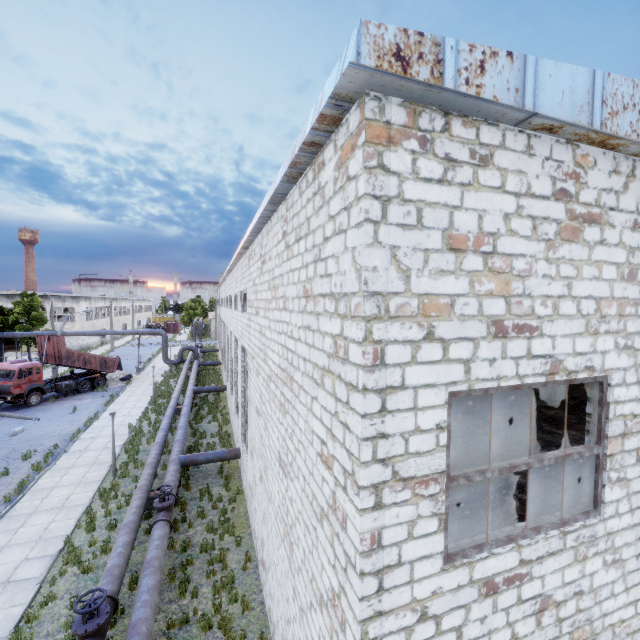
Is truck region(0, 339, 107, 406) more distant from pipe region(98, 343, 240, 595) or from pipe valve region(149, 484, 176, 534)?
pipe valve region(149, 484, 176, 534)

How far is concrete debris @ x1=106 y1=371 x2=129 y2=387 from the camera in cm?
3400

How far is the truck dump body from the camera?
28.97m

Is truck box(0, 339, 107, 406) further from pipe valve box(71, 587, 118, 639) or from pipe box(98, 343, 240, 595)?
pipe valve box(71, 587, 118, 639)

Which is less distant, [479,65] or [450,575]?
[479,65]

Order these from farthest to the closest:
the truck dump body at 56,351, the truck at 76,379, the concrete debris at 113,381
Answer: the concrete debris at 113,381 → the truck dump body at 56,351 → the truck at 76,379

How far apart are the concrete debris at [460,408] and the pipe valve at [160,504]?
11.0 meters

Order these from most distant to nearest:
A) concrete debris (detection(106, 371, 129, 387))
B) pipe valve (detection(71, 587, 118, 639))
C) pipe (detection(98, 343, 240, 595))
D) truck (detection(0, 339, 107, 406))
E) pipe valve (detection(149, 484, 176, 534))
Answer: concrete debris (detection(106, 371, 129, 387)) < truck (detection(0, 339, 107, 406)) < pipe valve (detection(149, 484, 176, 534)) < pipe (detection(98, 343, 240, 595)) < pipe valve (detection(71, 587, 118, 639))
